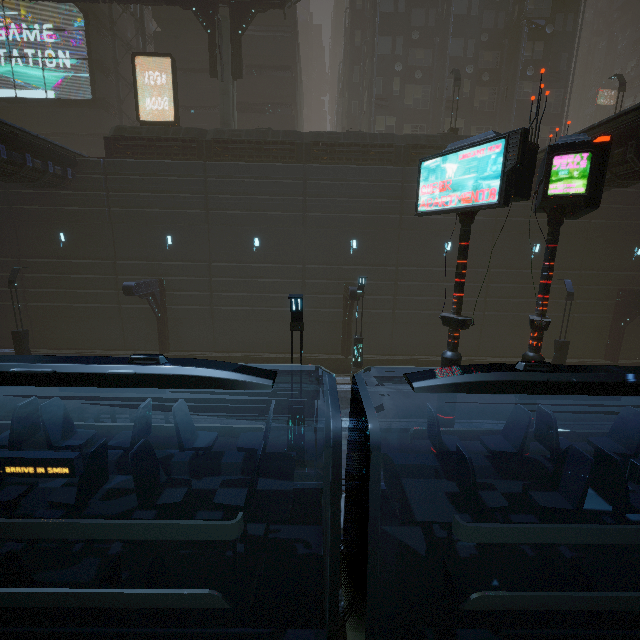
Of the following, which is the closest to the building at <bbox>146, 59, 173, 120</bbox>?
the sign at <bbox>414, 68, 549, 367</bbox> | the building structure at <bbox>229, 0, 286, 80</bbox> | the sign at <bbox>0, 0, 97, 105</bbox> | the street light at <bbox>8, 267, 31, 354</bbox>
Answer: the sign at <bbox>0, 0, 97, 105</bbox>

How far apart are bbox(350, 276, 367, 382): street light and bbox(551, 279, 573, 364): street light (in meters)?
10.08

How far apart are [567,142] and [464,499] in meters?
8.4 m

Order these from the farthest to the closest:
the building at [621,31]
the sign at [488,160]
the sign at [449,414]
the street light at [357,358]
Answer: the building at [621,31] → the street light at [357,358] → the sign at [449,414] → the sign at [488,160]

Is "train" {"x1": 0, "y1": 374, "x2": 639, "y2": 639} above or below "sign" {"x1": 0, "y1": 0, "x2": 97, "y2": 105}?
below

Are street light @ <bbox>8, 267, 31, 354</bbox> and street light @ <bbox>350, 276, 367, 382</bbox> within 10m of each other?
no

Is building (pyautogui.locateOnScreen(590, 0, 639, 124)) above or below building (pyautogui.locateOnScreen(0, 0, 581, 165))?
above

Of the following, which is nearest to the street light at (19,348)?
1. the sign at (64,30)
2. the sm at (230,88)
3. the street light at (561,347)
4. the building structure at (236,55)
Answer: the sm at (230,88)
